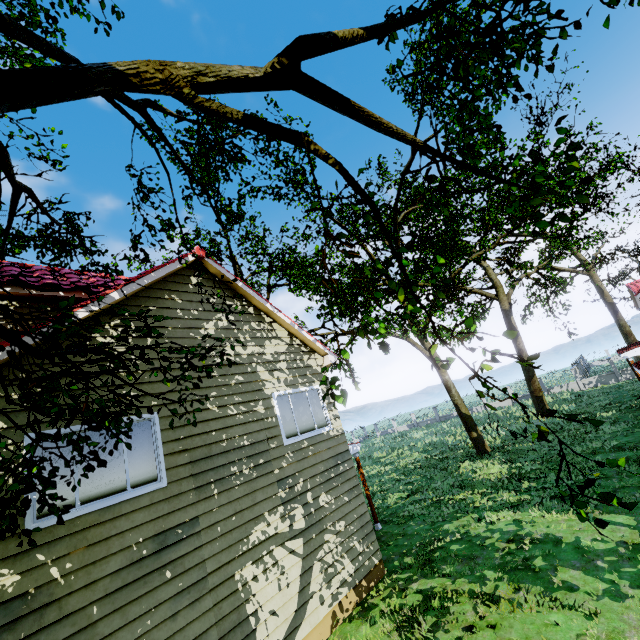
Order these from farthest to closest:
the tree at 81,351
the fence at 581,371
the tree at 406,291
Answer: the fence at 581,371
the tree at 81,351
the tree at 406,291

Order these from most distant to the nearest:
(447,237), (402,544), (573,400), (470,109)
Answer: (573,400), (447,237), (402,544), (470,109)

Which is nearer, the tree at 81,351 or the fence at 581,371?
the tree at 81,351

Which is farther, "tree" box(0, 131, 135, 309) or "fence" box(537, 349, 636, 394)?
"fence" box(537, 349, 636, 394)

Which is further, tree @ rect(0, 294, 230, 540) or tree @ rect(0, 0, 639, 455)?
tree @ rect(0, 294, 230, 540)

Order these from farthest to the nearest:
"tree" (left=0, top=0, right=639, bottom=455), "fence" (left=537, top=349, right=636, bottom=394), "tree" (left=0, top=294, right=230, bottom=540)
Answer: "fence" (left=537, top=349, right=636, bottom=394), "tree" (left=0, top=294, right=230, bottom=540), "tree" (left=0, top=0, right=639, bottom=455)
